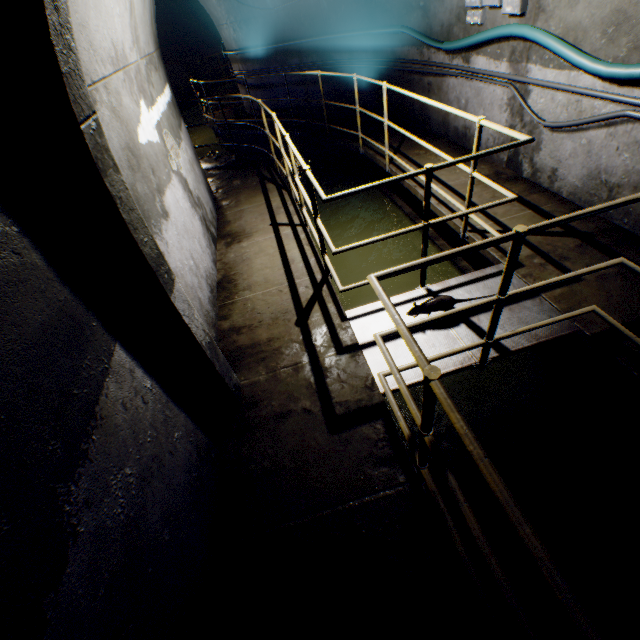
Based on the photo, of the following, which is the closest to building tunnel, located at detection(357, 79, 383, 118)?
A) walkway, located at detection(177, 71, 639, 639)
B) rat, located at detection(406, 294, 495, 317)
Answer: walkway, located at detection(177, 71, 639, 639)

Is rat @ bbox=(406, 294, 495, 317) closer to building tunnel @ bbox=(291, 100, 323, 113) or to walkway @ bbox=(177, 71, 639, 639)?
walkway @ bbox=(177, 71, 639, 639)

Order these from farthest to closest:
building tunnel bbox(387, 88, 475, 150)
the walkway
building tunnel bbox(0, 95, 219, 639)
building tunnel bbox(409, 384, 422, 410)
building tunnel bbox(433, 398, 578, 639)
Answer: building tunnel bbox(387, 88, 475, 150) < building tunnel bbox(409, 384, 422, 410) < building tunnel bbox(433, 398, 578, 639) < the walkway < building tunnel bbox(0, 95, 219, 639)

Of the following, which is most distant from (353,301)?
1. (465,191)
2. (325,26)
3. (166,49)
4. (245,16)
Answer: (166,49)

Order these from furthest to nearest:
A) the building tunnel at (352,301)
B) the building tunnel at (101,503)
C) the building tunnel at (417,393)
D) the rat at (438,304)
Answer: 1. the building tunnel at (352,301)
2. the building tunnel at (417,393)
3. the rat at (438,304)
4. the building tunnel at (101,503)

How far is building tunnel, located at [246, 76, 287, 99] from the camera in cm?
924

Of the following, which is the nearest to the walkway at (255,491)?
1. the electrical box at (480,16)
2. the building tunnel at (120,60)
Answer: the building tunnel at (120,60)

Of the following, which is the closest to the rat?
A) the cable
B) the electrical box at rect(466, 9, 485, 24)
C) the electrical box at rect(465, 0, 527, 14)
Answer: the cable
